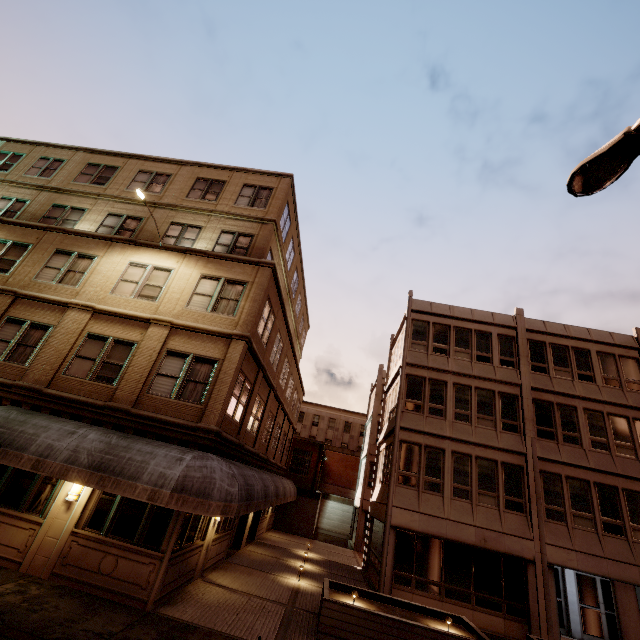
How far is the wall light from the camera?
9.7 meters

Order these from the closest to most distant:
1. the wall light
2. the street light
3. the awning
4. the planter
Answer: the street light, the awning, the planter, the wall light

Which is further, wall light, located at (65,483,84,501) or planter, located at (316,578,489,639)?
wall light, located at (65,483,84,501)

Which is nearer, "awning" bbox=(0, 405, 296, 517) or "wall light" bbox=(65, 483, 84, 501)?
"awning" bbox=(0, 405, 296, 517)

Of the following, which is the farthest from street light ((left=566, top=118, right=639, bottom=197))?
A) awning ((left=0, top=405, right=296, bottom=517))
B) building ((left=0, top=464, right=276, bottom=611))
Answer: awning ((left=0, top=405, right=296, bottom=517))

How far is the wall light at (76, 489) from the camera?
9.7 meters

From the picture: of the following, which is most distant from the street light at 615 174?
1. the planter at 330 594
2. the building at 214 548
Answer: the planter at 330 594

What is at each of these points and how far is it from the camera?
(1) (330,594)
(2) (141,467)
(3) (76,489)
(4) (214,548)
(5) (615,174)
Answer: (1) planter, 10.8 meters
(2) awning, 8.9 meters
(3) wall light, 9.8 meters
(4) building, 12.9 meters
(5) street light, 5.4 meters
